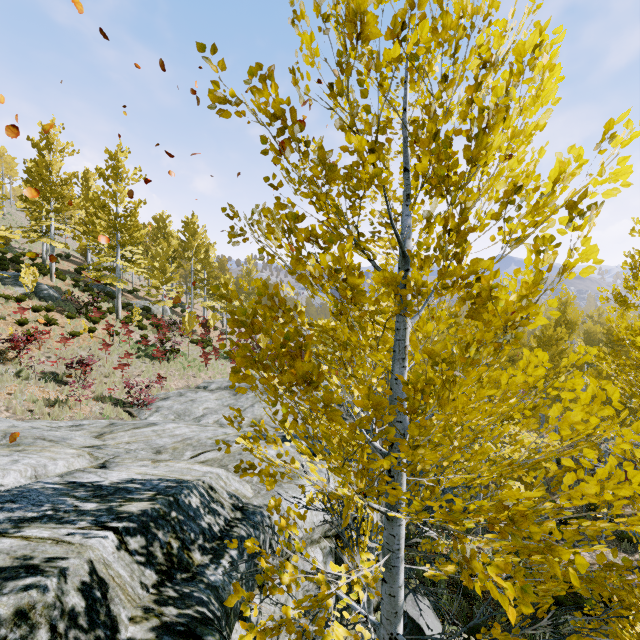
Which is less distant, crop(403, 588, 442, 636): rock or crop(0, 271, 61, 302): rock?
crop(403, 588, 442, 636): rock

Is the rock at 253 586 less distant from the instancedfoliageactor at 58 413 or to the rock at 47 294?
the instancedfoliageactor at 58 413

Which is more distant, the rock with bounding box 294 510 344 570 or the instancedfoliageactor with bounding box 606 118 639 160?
the rock with bounding box 294 510 344 570

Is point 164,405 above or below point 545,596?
below

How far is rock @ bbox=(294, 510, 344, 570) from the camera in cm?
636

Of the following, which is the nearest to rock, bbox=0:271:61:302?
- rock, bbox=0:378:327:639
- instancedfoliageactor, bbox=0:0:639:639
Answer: instancedfoliageactor, bbox=0:0:639:639

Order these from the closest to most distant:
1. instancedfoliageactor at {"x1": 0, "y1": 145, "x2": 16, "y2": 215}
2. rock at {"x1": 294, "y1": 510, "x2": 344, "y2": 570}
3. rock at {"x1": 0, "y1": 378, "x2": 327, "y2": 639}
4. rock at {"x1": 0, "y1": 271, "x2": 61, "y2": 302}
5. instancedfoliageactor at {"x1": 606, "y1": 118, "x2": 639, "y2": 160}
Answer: instancedfoliageactor at {"x1": 606, "y1": 118, "x2": 639, "y2": 160} < rock at {"x1": 0, "y1": 378, "x2": 327, "y2": 639} < rock at {"x1": 294, "y1": 510, "x2": 344, "y2": 570} < rock at {"x1": 0, "y1": 271, "x2": 61, "y2": 302} < instancedfoliageactor at {"x1": 0, "y1": 145, "x2": 16, "y2": 215}
